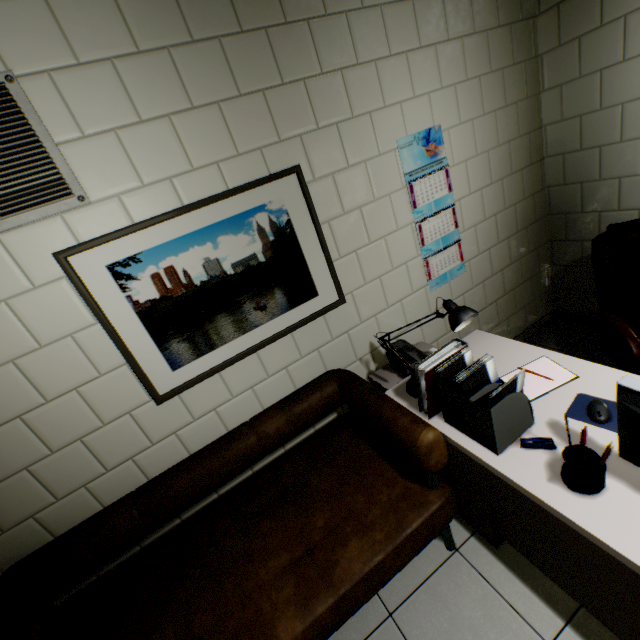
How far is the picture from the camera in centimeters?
156cm

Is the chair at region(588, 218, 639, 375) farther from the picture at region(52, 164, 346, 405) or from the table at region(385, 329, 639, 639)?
the picture at region(52, 164, 346, 405)

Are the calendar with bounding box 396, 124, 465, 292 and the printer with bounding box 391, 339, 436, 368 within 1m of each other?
yes

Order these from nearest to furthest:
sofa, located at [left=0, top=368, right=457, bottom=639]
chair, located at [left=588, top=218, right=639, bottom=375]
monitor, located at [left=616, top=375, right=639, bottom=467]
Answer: monitor, located at [left=616, top=375, right=639, bottom=467] < sofa, located at [left=0, top=368, right=457, bottom=639] < chair, located at [left=588, top=218, right=639, bottom=375]

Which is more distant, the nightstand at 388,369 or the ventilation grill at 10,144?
the nightstand at 388,369

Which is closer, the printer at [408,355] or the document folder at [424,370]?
the document folder at [424,370]

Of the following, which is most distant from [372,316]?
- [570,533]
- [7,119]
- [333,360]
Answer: [7,119]

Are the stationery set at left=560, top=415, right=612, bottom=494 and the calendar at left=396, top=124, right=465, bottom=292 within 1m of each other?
no
